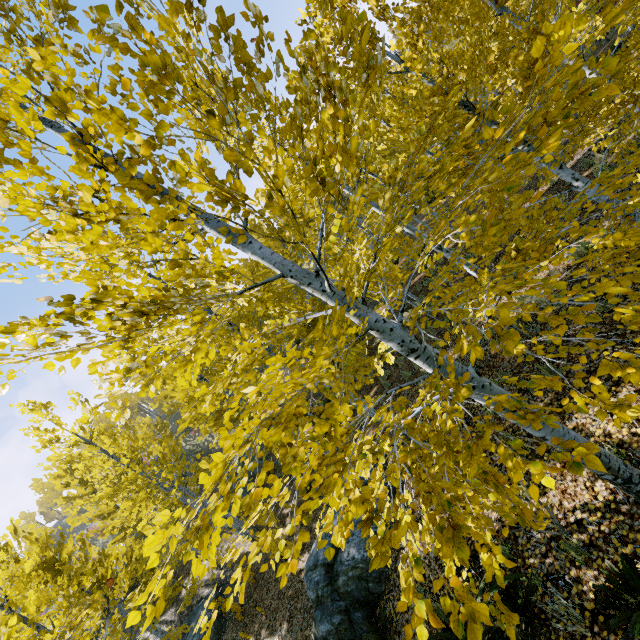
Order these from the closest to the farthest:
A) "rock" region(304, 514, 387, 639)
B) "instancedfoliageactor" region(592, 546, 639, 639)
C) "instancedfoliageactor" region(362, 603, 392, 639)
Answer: "instancedfoliageactor" region(592, 546, 639, 639) < "instancedfoliageactor" region(362, 603, 392, 639) < "rock" region(304, 514, 387, 639)

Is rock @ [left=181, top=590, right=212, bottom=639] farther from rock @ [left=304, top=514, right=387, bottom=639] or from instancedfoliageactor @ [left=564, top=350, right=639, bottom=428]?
rock @ [left=304, top=514, right=387, bottom=639]

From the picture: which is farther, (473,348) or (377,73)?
(377,73)

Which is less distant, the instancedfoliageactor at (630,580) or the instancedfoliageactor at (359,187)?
the instancedfoliageactor at (359,187)

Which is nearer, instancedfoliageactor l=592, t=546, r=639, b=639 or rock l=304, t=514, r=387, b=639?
instancedfoliageactor l=592, t=546, r=639, b=639

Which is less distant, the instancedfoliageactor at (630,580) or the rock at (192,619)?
the instancedfoliageactor at (630,580)

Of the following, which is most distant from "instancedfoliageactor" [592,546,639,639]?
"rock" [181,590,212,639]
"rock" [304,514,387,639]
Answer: "rock" [181,590,212,639]
